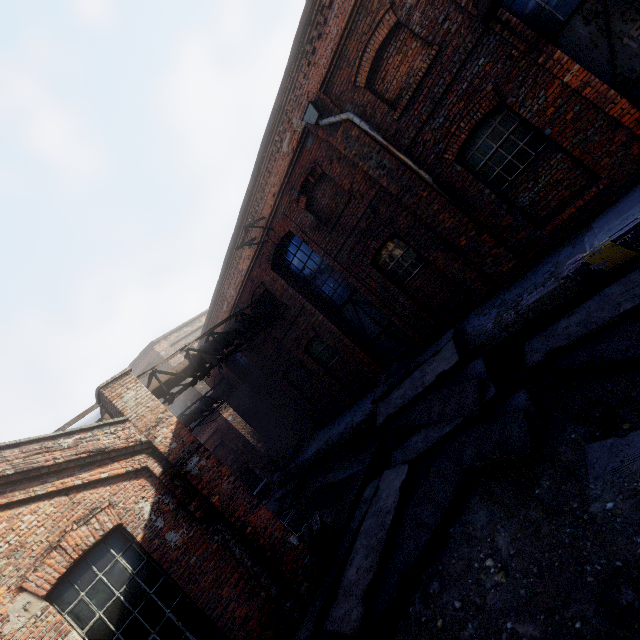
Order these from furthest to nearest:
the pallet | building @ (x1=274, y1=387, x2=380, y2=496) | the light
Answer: building @ (x1=274, y1=387, x2=380, y2=496), the pallet, the light

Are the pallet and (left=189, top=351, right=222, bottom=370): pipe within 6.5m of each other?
yes

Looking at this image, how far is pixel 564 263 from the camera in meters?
6.0 m

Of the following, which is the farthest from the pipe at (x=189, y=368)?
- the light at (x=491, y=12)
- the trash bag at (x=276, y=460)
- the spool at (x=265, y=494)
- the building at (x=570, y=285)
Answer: the spool at (x=265, y=494)

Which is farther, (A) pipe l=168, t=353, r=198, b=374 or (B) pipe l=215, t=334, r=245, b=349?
(B) pipe l=215, t=334, r=245, b=349

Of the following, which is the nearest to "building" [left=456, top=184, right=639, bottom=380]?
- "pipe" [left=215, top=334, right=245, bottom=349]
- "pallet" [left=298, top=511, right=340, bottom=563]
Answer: "pallet" [left=298, top=511, right=340, bottom=563]

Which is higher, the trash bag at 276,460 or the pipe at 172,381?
the pipe at 172,381

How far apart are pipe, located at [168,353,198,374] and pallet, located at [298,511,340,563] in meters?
5.0 m
